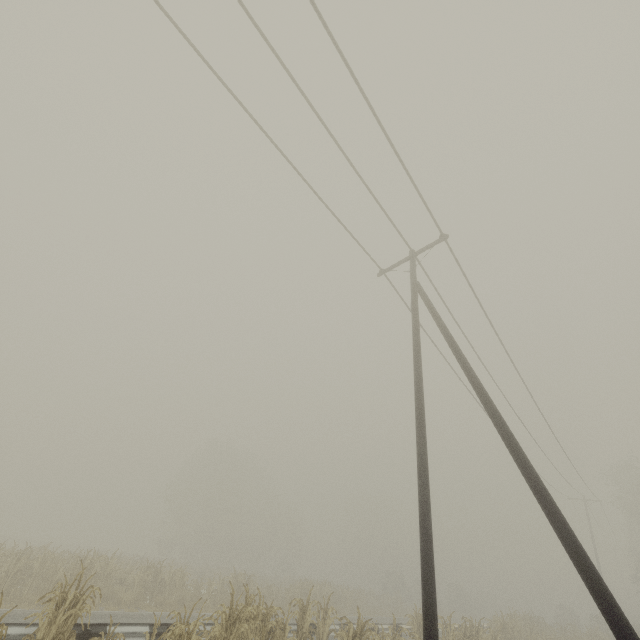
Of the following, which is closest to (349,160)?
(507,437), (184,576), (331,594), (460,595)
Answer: (507,437)

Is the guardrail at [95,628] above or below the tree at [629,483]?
below

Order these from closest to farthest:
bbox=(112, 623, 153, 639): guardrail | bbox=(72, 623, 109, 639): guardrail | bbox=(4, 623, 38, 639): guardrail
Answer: bbox=(4, 623, 38, 639): guardrail, bbox=(72, 623, 109, 639): guardrail, bbox=(112, 623, 153, 639): guardrail

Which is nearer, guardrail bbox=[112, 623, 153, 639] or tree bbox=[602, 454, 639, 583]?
guardrail bbox=[112, 623, 153, 639]

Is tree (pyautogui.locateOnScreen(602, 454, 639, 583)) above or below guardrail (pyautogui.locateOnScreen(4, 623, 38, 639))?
above

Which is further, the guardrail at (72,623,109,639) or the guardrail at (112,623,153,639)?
the guardrail at (112,623,153,639)

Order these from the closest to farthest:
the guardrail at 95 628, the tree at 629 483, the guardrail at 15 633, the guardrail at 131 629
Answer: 1. the guardrail at 15 633
2. the guardrail at 95 628
3. the guardrail at 131 629
4. the tree at 629 483
